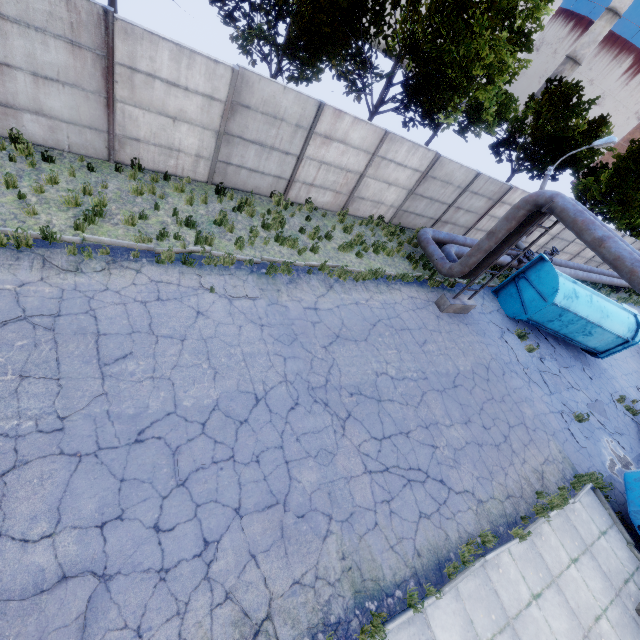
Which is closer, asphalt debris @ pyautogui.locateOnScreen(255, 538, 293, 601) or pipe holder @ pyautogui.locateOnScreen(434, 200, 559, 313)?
asphalt debris @ pyautogui.locateOnScreen(255, 538, 293, 601)

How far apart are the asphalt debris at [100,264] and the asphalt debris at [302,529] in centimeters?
610cm

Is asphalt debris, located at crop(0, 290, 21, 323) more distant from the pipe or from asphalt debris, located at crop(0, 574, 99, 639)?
the pipe

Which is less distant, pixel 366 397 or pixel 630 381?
pixel 366 397

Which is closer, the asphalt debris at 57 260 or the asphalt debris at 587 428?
the asphalt debris at 57 260

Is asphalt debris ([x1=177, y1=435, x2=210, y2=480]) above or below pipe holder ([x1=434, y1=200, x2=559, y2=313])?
below

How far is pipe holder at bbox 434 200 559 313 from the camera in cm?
1048

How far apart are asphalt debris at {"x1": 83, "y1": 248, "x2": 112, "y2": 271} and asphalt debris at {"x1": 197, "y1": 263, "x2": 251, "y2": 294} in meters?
2.0 m
